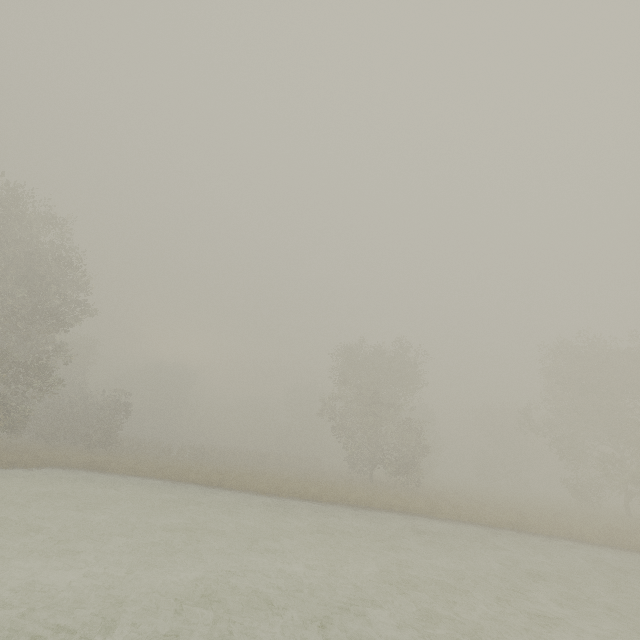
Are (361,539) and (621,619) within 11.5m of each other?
yes
